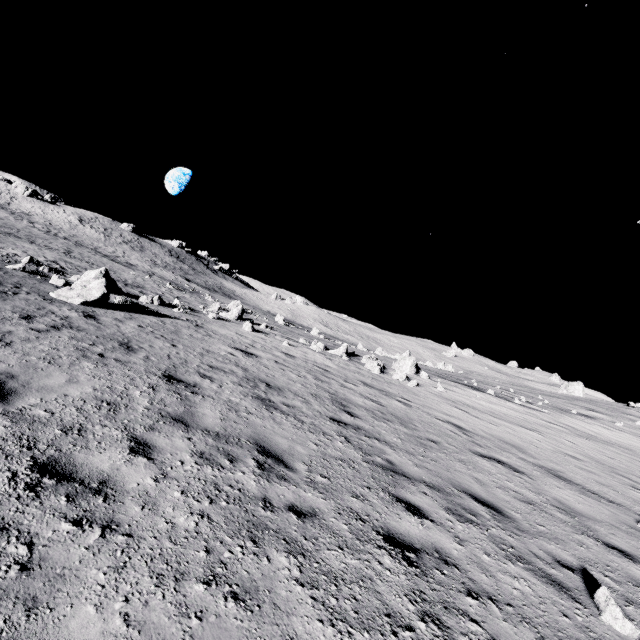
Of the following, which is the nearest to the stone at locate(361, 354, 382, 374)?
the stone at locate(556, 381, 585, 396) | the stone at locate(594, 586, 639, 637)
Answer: the stone at locate(594, 586, 639, 637)

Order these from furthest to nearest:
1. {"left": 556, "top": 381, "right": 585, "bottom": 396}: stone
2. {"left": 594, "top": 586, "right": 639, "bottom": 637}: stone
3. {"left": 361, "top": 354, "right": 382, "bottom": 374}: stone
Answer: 1. {"left": 556, "top": 381, "right": 585, "bottom": 396}: stone
2. {"left": 361, "top": 354, "right": 382, "bottom": 374}: stone
3. {"left": 594, "top": 586, "right": 639, "bottom": 637}: stone

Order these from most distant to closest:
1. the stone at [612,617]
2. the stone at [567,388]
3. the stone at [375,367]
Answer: the stone at [567,388] → the stone at [375,367] → the stone at [612,617]

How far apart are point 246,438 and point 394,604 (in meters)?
3.31

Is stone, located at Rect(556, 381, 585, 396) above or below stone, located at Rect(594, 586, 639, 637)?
above

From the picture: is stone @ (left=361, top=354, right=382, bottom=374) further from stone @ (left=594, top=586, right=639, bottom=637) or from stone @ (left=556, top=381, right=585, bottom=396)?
stone @ (left=556, top=381, right=585, bottom=396)

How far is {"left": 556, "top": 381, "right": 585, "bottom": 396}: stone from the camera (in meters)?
43.22

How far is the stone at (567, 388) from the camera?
43.2m
